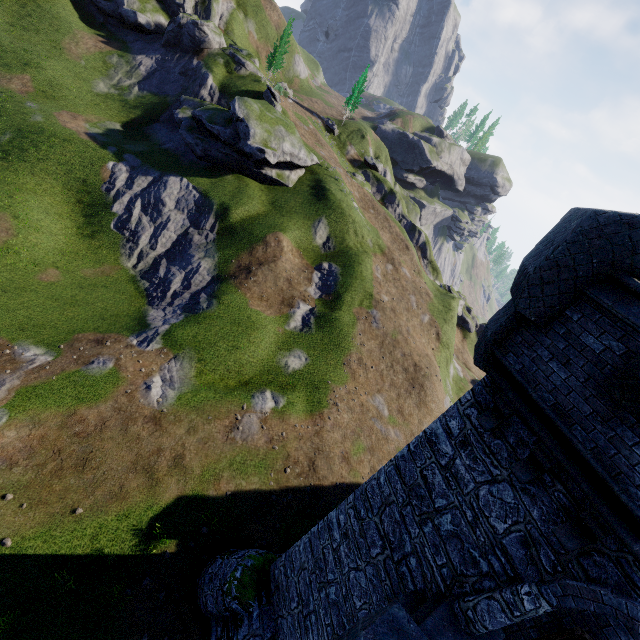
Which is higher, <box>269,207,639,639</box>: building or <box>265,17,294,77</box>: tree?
<box>265,17,294,77</box>: tree

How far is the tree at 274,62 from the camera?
53.7 meters

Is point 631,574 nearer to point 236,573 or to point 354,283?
point 236,573

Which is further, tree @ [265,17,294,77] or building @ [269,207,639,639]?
tree @ [265,17,294,77]

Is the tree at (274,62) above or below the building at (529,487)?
above

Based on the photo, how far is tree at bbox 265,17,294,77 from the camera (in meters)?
53.67
